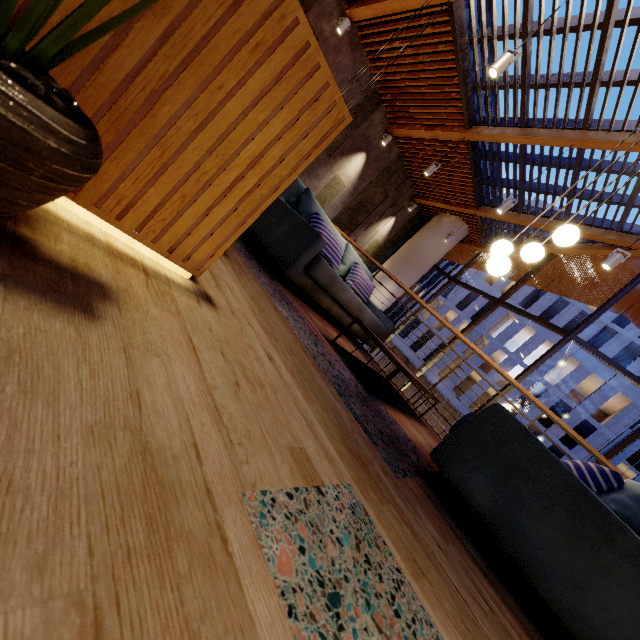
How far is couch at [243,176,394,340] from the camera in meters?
3.0

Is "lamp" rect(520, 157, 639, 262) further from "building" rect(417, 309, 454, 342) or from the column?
"building" rect(417, 309, 454, 342)

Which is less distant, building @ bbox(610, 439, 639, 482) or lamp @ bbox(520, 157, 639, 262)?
lamp @ bbox(520, 157, 639, 262)

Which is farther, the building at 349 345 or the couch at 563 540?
the building at 349 345

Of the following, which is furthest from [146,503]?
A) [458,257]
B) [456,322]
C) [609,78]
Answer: [456,322]

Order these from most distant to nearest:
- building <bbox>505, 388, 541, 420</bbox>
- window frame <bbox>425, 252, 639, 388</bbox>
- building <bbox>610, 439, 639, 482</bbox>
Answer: building <bbox>610, 439, 639, 482</bbox> < building <bbox>505, 388, 541, 420</bbox> < window frame <bbox>425, 252, 639, 388</bbox>

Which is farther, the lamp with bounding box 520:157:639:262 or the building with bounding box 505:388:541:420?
the building with bounding box 505:388:541:420

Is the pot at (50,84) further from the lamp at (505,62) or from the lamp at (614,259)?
the lamp at (614,259)
